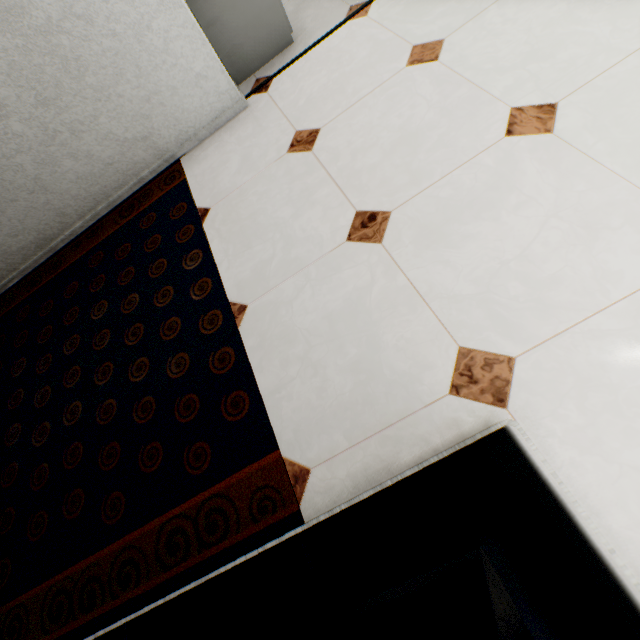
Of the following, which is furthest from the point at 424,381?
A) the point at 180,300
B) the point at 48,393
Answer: the point at 48,393
